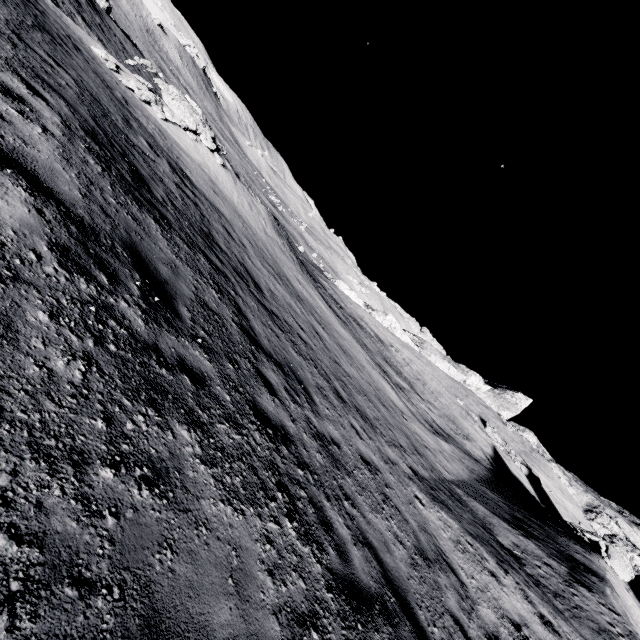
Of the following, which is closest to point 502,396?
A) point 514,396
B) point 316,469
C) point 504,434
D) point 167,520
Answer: point 514,396

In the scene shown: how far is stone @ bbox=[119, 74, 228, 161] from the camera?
15.1 meters

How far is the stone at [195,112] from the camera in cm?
1510
